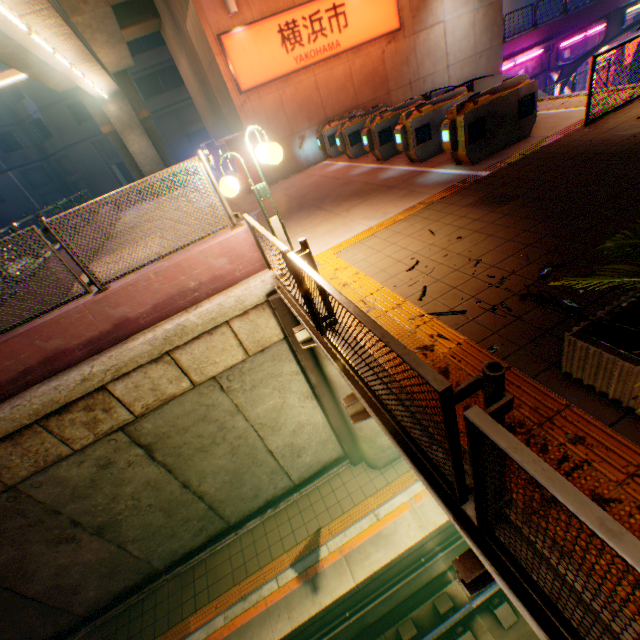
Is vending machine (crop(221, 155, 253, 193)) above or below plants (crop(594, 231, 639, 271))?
below

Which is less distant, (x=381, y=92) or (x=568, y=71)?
(x=381, y=92)

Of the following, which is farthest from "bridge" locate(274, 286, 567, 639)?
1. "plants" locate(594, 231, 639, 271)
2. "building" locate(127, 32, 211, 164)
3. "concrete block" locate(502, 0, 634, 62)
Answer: "building" locate(127, 32, 211, 164)

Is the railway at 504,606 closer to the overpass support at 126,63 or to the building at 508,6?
the overpass support at 126,63

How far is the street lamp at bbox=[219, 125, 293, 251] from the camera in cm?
440

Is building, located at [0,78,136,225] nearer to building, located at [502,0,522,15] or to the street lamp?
building, located at [502,0,522,15]

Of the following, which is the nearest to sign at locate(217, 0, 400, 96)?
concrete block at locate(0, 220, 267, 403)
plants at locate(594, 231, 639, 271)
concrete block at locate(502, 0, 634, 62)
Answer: concrete block at locate(502, 0, 634, 62)

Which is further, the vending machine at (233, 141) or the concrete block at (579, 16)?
the concrete block at (579, 16)
